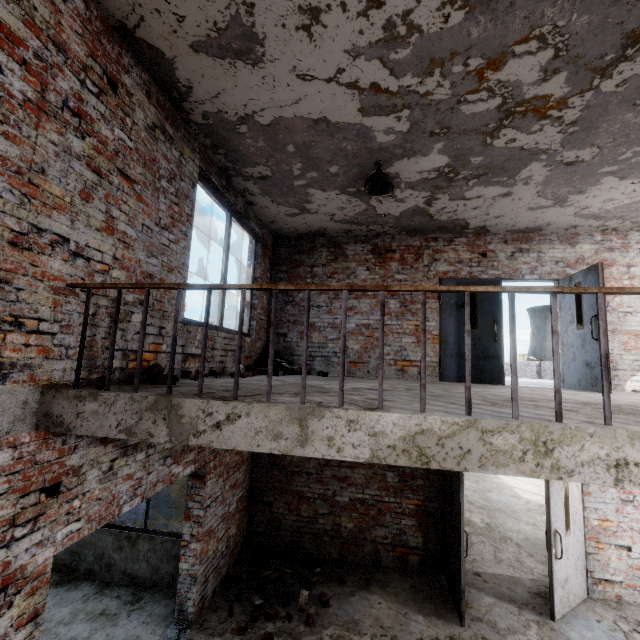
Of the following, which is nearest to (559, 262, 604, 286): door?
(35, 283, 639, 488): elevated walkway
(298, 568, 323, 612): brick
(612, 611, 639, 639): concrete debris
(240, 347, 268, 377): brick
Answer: (35, 283, 639, 488): elevated walkway

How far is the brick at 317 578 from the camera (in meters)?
4.89

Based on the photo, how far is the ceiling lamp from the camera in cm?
445

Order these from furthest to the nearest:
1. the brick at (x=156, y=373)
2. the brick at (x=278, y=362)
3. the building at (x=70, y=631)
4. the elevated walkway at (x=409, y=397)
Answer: the brick at (x=278, y=362) → the building at (x=70, y=631) → the brick at (x=156, y=373) → the elevated walkway at (x=409, y=397)

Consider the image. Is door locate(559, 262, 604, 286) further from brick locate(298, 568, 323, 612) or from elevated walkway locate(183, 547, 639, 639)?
brick locate(298, 568, 323, 612)

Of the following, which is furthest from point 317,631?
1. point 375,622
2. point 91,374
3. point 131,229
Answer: point 131,229

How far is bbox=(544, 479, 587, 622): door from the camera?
5.04m

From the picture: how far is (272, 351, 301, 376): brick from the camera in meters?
5.8
